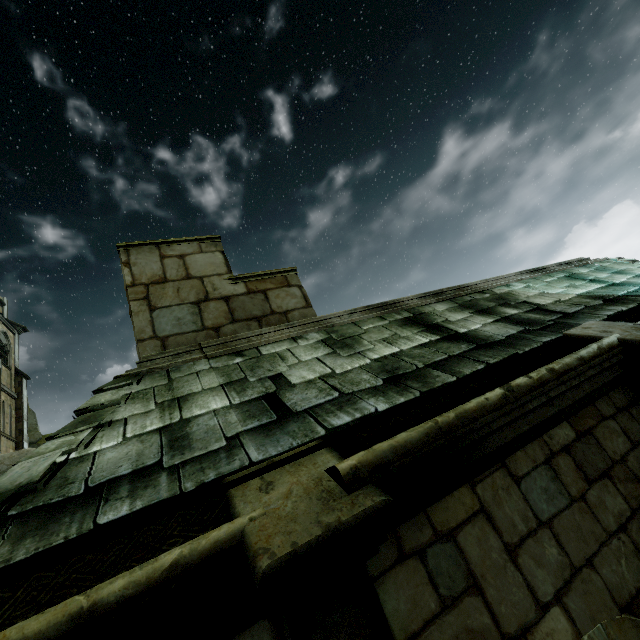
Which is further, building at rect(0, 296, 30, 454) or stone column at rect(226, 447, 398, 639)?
building at rect(0, 296, 30, 454)

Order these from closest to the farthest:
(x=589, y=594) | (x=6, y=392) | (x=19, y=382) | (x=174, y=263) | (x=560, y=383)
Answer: (x=589, y=594) → (x=560, y=383) → (x=174, y=263) → (x=6, y=392) → (x=19, y=382)

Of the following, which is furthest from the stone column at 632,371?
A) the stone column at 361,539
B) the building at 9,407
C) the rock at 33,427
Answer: the rock at 33,427

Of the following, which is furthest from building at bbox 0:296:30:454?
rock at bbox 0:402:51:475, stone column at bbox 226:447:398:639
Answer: stone column at bbox 226:447:398:639

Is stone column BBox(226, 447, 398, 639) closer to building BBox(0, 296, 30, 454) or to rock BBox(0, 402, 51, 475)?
building BBox(0, 296, 30, 454)

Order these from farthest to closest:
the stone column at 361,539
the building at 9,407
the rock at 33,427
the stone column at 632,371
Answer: the building at 9,407
the rock at 33,427
the stone column at 632,371
the stone column at 361,539

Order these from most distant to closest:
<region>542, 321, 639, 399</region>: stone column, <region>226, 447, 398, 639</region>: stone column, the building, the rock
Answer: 1. the building
2. the rock
3. <region>542, 321, 639, 399</region>: stone column
4. <region>226, 447, 398, 639</region>: stone column
